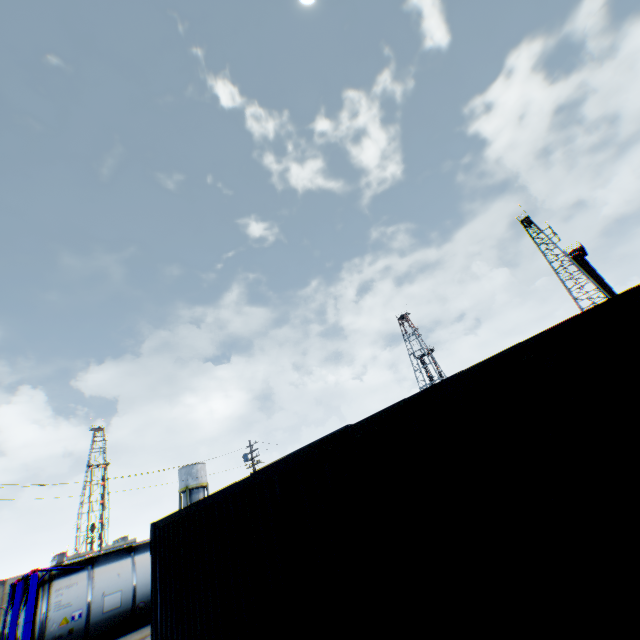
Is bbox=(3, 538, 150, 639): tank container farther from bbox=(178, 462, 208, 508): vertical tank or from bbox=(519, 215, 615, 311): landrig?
bbox=(519, 215, 615, 311): landrig

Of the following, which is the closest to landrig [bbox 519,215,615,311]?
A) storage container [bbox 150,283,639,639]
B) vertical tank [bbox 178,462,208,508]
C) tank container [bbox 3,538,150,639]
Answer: storage container [bbox 150,283,639,639]

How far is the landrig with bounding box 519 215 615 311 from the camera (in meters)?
48.16

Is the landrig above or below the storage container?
above

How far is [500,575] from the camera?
2.7 meters

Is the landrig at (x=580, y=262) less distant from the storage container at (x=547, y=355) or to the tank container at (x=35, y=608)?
the storage container at (x=547, y=355)

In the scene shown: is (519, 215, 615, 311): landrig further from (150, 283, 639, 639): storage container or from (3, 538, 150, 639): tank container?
(3, 538, 150, 639): tank container
